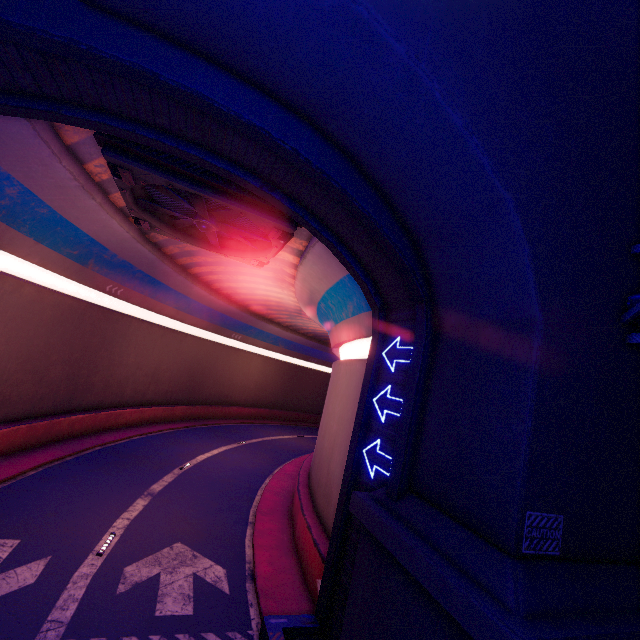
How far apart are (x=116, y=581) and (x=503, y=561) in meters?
9.9

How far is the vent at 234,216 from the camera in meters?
8.6 m

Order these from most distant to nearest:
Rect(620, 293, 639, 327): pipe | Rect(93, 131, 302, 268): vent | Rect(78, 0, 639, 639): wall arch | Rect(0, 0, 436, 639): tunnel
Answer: Rect(93, 131, 302, 268): vent
Rect(0, 0, 436, 639): tunnel
Rect(620, 293, 639, 327): pipe
Rect(78, 0, 639, 639): wall arch

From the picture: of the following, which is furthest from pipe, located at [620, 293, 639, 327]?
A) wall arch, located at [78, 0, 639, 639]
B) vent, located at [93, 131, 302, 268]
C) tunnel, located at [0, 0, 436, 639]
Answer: vent, located at [93, 131, 302, 268]

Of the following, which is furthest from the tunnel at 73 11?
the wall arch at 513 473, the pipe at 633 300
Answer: the pipe at 633 300

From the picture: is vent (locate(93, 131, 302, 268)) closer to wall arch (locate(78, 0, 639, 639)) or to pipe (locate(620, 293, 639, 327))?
wall arch (locate(78, 0, 639, 639))

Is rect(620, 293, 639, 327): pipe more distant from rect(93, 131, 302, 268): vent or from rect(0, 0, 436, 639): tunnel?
rect(93, 131, 302, 268): vent
